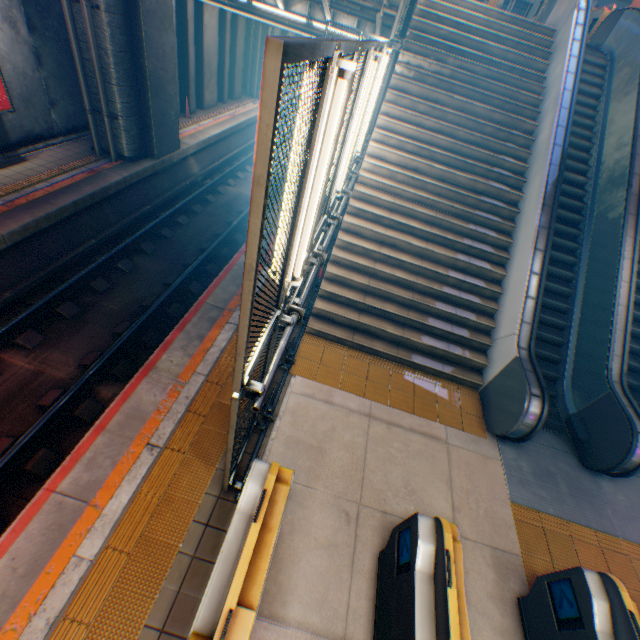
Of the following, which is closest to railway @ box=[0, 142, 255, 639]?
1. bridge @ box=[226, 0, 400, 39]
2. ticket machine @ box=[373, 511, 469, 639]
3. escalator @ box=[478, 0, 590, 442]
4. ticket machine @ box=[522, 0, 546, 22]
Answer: bridge @ box=[226, 0, 400, 39]

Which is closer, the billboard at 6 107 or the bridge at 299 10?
the billboard at 6 107

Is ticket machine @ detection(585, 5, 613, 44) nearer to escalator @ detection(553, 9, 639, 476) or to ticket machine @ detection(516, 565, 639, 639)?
escalator @ detection(553, 9, 639, 476)

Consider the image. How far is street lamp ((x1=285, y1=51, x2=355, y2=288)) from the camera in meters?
2.1 m

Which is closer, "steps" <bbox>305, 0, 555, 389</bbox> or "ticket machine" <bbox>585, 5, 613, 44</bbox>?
"steps" <bbox>305, 0, 555, 389</bbox>

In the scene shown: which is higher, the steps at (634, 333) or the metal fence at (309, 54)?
the metal fence at (309, 54)

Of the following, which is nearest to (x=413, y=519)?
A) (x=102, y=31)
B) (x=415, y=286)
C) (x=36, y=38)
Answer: (x=415, y=286)

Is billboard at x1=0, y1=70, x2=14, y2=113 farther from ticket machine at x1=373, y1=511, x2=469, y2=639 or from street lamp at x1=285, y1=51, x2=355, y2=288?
ticket machine at x1=373, y1=511, x2=469, y2=639
